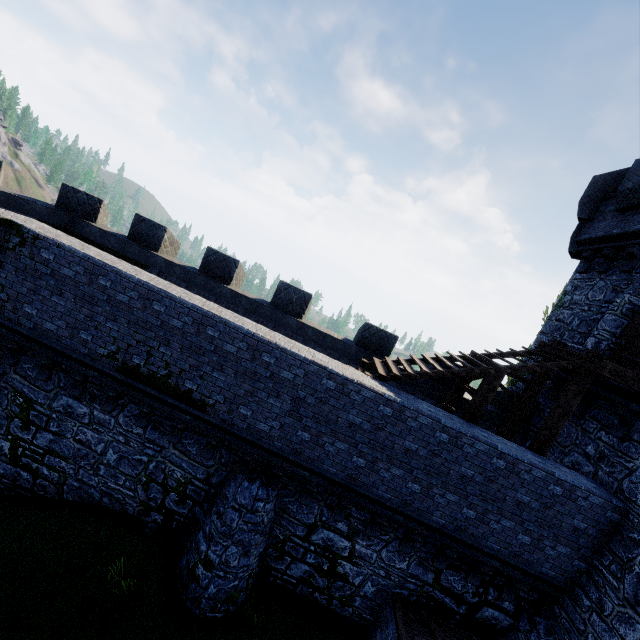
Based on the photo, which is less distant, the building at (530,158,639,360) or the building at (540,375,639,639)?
the building at (540,375,639,639)

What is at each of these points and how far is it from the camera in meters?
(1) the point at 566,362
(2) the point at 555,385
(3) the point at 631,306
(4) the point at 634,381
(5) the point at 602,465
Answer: (1) stairs, 8.3 m
(2) building, 11.3 m
(3) building, 10.2 m
(4) wooden platform, 7.7 m
(5) building, 8.7 m

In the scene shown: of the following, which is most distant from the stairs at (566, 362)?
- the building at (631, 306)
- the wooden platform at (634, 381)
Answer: the building at (631, 306)

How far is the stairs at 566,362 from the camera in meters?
8.4 m

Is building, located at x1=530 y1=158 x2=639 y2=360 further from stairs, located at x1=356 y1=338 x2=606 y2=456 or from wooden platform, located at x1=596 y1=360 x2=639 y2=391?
stairs, located at x1=356 y1=338 x2=606 y2=456

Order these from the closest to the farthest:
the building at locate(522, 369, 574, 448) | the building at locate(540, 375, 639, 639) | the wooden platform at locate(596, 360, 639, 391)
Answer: the building at locate(540, 375, 639, 639) < the wooden platform at locate(596, 360, 639, 391) < the building at locate(522, 369, 574, 448)

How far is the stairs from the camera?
8.4 meters

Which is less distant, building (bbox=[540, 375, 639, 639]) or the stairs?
building (bbox=[540, 375, 639, 639])
